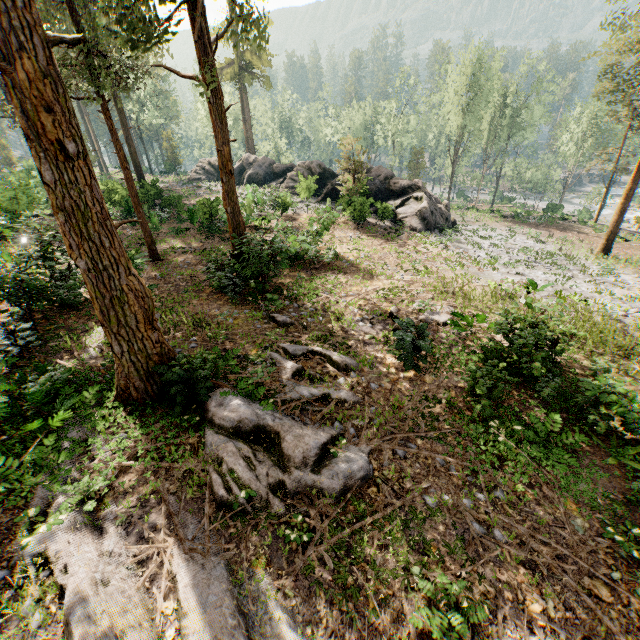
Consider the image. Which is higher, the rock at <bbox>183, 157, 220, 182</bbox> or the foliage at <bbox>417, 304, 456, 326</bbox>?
the rock at <bbox>183, 157, 220, 182</bbox>

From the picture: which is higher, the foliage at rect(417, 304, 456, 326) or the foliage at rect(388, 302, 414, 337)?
the foliage at rect(388, 302, 414, 337)

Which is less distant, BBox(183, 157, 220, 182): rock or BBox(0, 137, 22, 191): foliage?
BBox(0, 137, 22, 191): foliage

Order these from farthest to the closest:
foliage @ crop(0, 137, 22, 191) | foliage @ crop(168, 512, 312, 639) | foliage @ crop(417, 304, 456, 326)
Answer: foliage @ crop(0, 137, 22, 191) < foliage @ crop(417, 304, 456, 326) < foliage @ crop(168, 512, 312, 639)

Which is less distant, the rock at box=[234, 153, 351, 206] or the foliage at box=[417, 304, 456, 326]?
the foliage at box=[417, 304, 456, 326]

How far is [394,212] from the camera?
26.9 meters

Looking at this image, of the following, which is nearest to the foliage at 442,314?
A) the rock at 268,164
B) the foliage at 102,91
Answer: the foliage at 102,91

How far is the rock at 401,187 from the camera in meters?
25.4
